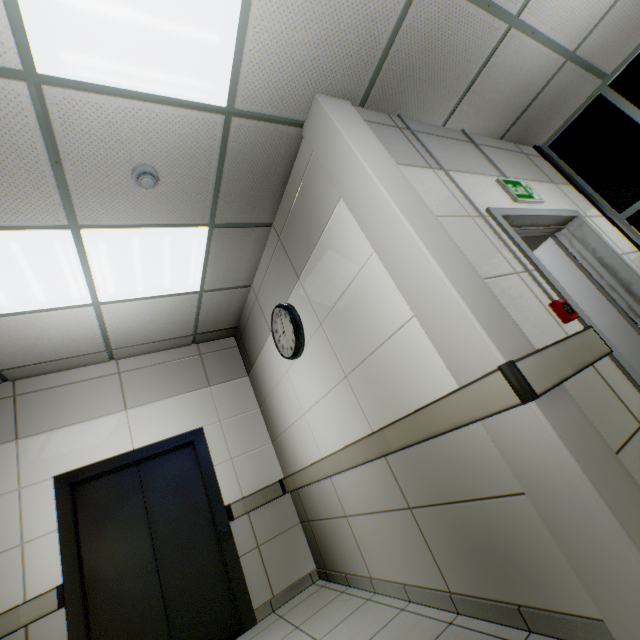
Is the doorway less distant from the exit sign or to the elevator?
the exit sign

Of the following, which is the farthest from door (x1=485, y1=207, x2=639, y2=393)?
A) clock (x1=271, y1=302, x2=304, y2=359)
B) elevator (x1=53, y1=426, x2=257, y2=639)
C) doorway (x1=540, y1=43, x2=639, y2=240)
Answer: elevator (x1=53, y1=426, x2=257, y2=639)

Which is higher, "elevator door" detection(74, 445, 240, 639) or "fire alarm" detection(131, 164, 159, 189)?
"fire alarm" detection(131, 164, 159, 189)

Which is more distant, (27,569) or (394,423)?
(27,569)

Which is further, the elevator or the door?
the elevator

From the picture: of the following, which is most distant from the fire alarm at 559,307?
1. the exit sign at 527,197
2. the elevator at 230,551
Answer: the elevator at 230,551

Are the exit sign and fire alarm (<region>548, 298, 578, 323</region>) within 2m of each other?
yes

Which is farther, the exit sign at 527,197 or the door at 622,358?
the exit sign at 527,197
